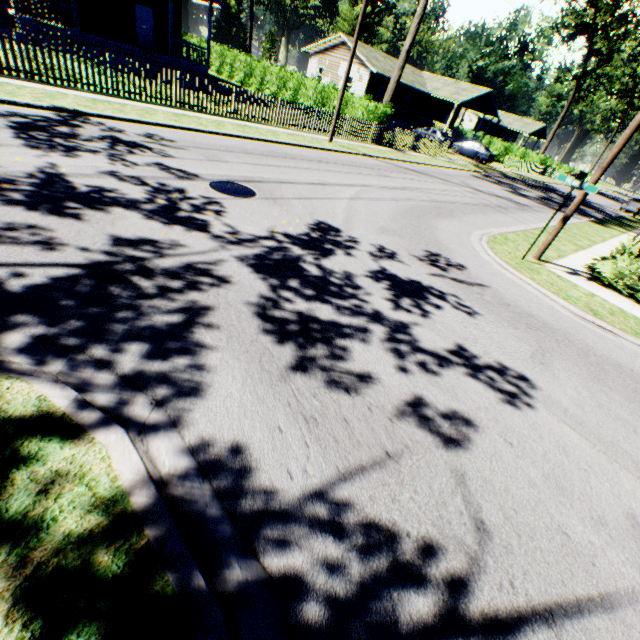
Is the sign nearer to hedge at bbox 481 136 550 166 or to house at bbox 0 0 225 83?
house at bbox 0 0 225 83

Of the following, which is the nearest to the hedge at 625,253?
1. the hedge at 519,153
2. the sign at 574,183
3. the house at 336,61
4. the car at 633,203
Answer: the sign at 574,183

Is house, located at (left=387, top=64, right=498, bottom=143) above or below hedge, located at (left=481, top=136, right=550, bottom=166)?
above

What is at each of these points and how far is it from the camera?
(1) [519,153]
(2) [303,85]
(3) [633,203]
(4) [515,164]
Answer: (1) hedge, 45.2m
(2) hedge, 24.6m
(3) car, 33.2m
(4) fence, 37.9m

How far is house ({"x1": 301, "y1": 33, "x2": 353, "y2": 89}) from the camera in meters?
34.4

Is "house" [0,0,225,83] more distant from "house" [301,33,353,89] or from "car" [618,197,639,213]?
"car" [618,197,639,213]

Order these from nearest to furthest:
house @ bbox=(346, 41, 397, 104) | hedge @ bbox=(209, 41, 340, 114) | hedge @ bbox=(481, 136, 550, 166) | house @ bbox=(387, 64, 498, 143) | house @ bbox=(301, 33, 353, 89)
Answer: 1. hedge @ bbox=(209, 41, 340, 114)
2. house @ bbox=(346, 41, 397, 104)
3. house @ bbox=(301, 33, 353, 89)
4. house @ bbox=(387, 64, 498, 143)
5. hedge @ bbox=(481, 136, 550, 166)

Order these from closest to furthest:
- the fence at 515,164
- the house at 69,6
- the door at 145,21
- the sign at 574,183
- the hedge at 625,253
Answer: the sign at 574,183
the hedge at 625,253
the house at 69,6
the door at 145,21
the fence at 515,164
